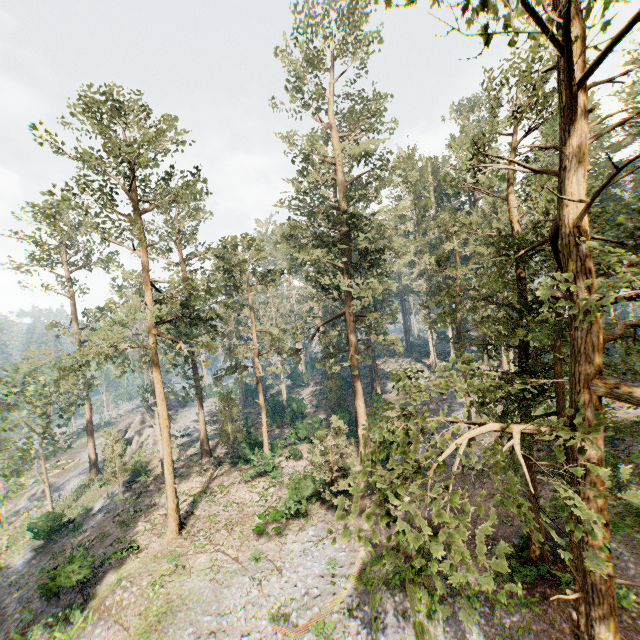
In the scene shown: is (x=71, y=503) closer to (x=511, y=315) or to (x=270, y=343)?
(x=270, y=343)

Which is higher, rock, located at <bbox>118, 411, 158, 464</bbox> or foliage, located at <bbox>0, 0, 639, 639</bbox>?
foliage, located at <bbox>0, 0, 639, 639</bbox>

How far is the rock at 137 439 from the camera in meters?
41.1 m

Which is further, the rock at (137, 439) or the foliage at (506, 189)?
the rock at (137, 439)

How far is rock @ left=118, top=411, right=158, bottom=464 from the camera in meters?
41.1

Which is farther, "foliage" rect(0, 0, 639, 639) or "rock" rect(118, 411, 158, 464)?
"rock" rect(118, 411, 158, 464)
